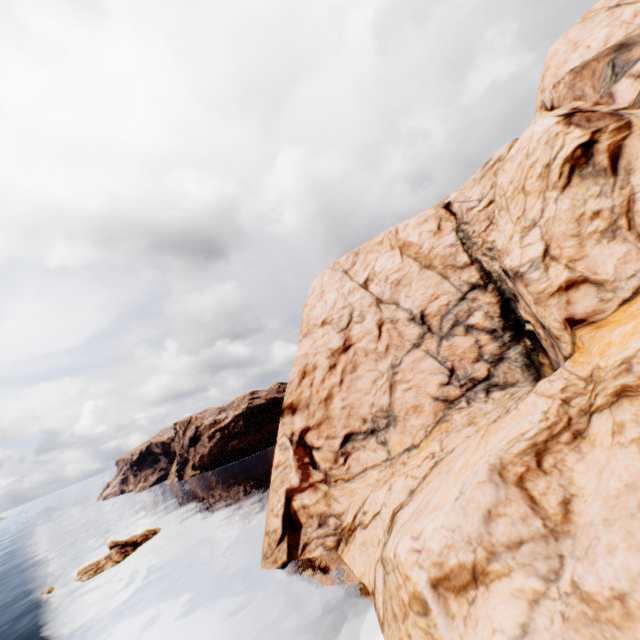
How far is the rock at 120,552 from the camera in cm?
3938

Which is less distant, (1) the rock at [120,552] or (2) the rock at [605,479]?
(2) the rock at [605,479]

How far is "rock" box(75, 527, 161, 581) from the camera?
39.4m

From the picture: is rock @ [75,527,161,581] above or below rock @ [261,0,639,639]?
below

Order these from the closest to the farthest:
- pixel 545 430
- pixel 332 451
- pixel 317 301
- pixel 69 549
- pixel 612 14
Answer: pixel 545 430, pixel 612 14, pixel 332 451, pixel 317 301, pixel 69 549

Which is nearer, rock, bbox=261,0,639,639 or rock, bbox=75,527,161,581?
rock, bbox=261,0,639,639
